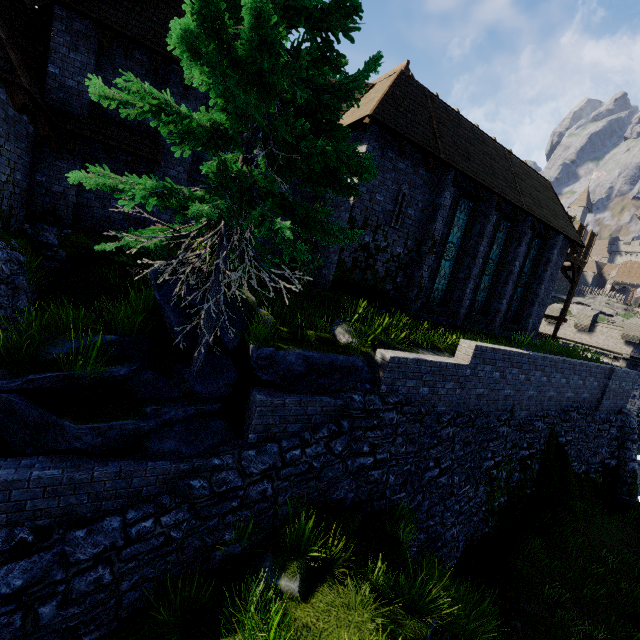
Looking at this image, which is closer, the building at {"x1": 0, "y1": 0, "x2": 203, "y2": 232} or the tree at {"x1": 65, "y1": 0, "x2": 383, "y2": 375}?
the tree at {"x1": 65, "y1": 0, "x2": 383, "y2": 375}

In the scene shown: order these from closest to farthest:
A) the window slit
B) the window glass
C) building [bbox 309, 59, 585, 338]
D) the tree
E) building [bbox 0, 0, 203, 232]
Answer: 1. the tree
2. building [bbox 0, 0, 203, 232]
3. building [bbox 309, 59, 585, 338]
4. the window slit
5. the window glass

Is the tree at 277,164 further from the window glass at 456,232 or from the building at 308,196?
the window glass at 456,232

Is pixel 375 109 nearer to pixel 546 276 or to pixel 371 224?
pixel 371 224

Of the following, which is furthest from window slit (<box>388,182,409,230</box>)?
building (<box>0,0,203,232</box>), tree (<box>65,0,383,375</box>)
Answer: tree (<box>65,0,383,375</box>)

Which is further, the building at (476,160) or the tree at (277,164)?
the building at (476,160)

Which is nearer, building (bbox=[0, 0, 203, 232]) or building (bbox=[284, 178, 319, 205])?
building (bbox=[0, 0, 203, 232])

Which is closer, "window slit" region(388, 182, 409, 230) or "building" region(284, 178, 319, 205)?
"window slit" region(388, 182, 409, 230)
